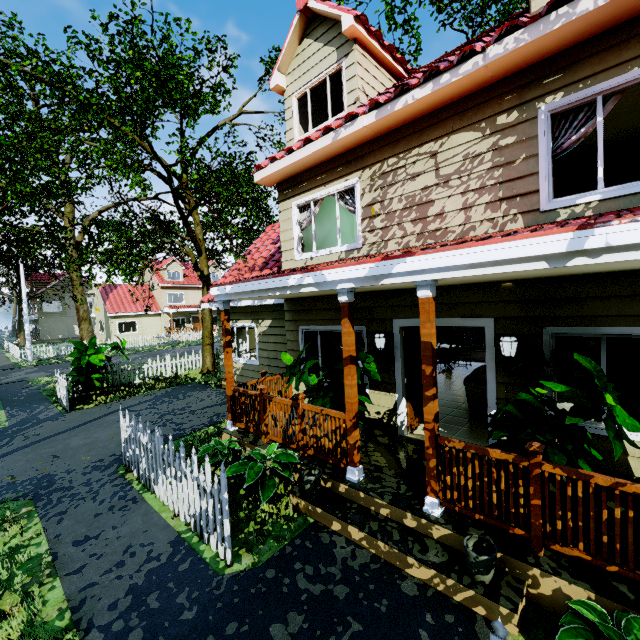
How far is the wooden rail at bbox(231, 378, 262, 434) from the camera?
6.3m

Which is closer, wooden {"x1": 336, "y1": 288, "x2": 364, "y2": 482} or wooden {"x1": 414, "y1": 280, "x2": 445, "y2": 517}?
wooden {"x1": 414, "y1": 280, "x2": 445, "y2": 517}

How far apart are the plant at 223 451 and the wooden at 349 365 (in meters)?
2.35

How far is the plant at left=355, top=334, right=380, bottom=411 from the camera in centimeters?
520cm

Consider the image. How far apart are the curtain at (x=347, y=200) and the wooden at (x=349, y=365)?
2.4m

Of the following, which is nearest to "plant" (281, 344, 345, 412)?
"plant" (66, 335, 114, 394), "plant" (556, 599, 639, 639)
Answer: "plant" (556, 599, 639, 639)

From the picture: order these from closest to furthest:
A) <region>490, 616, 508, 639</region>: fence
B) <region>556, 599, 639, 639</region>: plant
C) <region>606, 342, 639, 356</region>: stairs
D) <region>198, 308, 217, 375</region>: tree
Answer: <region>490, 616, 508, 639</region>: fence
<region>556, 599, 639, 639</region>: plant
<region>606, 342, 639, 356</region>: stairs
<region>198, 308, 217, 375</region>: tree

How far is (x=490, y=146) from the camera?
4.8m
